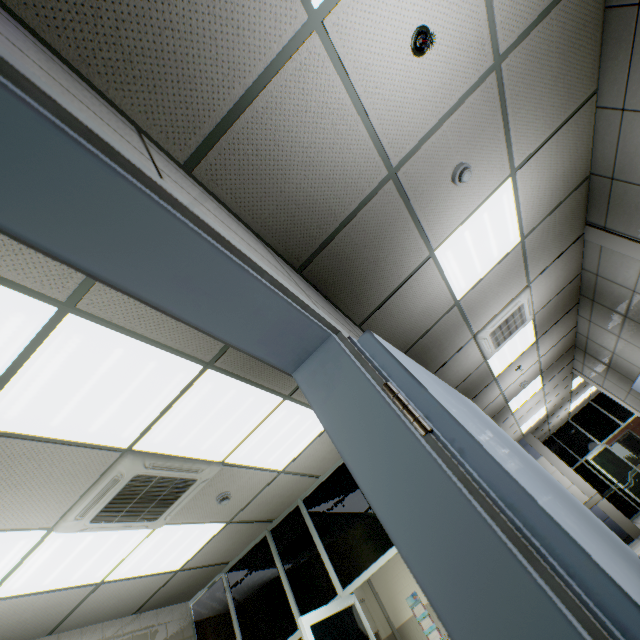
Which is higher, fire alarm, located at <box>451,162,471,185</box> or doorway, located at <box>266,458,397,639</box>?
fire alarm, located at <box>451,162,471,185</box>

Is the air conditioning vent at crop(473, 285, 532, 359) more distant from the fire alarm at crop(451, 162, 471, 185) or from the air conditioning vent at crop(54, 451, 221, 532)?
the air conditioning vent at crop(54, 451, 221, 532)

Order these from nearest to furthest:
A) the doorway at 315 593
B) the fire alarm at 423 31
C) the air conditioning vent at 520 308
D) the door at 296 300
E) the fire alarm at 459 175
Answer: the door at 296 300
the fire alarm at 423 31
the fire alarm at 459 175
the doorway at 315 593
the air conditioning vent at 520 308

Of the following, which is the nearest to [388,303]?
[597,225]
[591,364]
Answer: [597,225]

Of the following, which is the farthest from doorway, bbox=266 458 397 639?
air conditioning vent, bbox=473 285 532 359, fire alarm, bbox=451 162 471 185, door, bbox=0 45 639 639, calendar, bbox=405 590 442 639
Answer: calendar, bbox=405 590 442 639

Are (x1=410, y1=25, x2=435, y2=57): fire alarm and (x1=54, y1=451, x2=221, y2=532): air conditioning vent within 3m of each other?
no

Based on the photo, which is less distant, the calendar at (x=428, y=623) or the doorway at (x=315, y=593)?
the doorway at (x=315, y=593)

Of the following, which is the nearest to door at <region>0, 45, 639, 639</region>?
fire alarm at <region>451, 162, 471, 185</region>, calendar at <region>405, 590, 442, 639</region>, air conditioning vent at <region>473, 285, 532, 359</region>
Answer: fire alarm at <region>451, 162, 471, 185</region>
